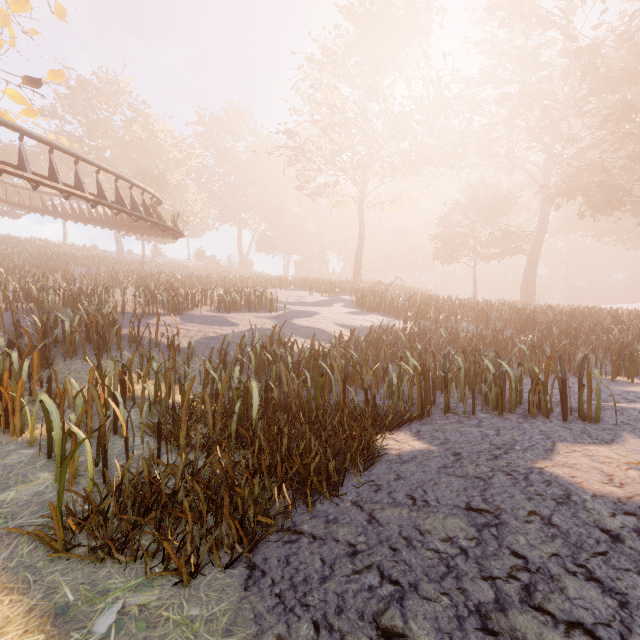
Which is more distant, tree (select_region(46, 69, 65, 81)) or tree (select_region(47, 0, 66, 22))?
tree (select_region(46, 69, 65, 81))

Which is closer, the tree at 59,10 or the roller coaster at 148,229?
the tree at 59,10

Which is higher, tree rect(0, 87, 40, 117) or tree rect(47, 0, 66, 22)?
tree rect(47, 0, 66, 22)

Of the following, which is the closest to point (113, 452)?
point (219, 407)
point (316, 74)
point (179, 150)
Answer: point (219, 407)

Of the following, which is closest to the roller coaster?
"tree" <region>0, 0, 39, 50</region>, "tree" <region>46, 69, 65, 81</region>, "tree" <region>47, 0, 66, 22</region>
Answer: "tree" <region>0, 0, 39, 50</region>

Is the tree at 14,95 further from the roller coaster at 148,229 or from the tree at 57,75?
the tree at 57,75

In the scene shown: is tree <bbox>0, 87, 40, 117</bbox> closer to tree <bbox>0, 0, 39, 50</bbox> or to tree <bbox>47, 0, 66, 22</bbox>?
tree <bbox>0, 0, 39, 50</bbox>

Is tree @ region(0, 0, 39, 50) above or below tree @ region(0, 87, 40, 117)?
above
